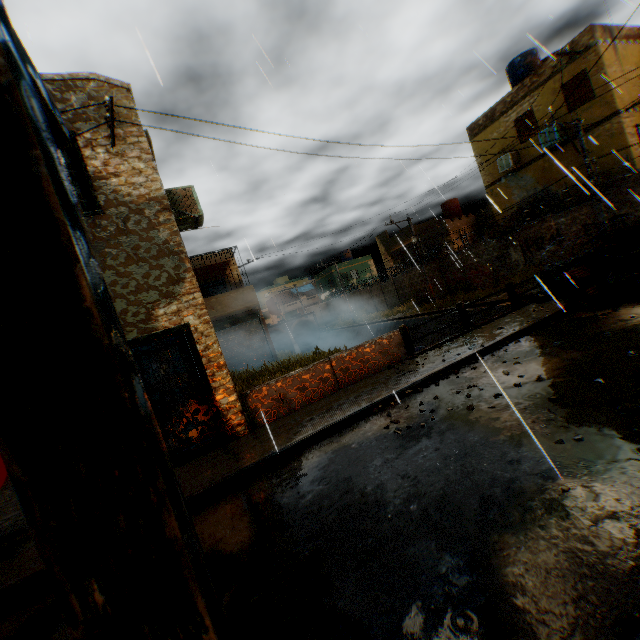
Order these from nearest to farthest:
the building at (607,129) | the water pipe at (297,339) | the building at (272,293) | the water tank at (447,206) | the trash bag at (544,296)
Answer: the trash bag at (544,296), the building at (607,129), the water tank at (447,206), the water pipe at (297,339), the building at (272,293)

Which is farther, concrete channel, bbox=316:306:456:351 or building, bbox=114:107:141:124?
concrete channel, bbox=316:306:456:351

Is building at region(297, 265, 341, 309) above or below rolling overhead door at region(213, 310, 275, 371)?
above

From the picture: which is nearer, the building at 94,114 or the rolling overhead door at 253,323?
the building at 94,114

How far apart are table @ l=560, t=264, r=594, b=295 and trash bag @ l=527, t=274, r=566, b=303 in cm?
2

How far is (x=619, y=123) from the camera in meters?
14.2

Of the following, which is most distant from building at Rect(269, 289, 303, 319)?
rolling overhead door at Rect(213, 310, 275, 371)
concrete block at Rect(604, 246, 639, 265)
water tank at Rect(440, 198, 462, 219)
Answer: water tank at Rect(440, 198, 462, 219)

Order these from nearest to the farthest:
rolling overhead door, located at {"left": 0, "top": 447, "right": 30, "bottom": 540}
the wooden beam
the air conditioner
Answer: the wooden beam
rolling overhead door, located at {"left": 0, "top": 447, "right": 30, "bottom": 540}
the air conditioner
